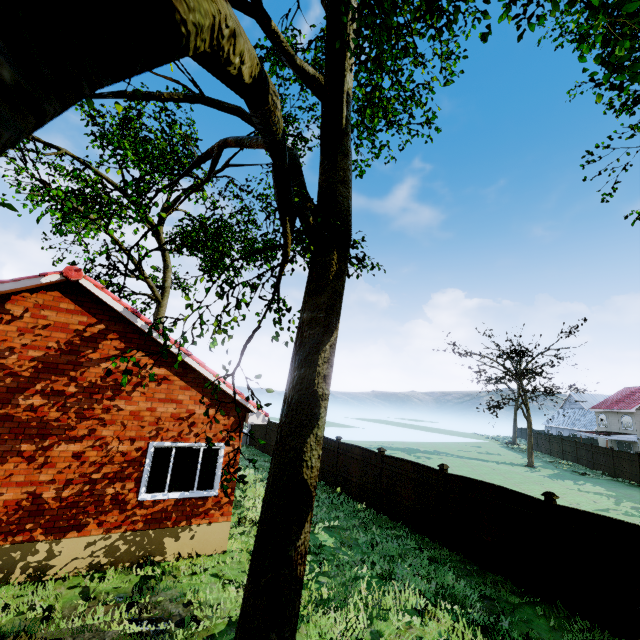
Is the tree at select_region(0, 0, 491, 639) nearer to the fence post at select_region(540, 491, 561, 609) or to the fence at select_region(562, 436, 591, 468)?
the fence at select_region(562, 436, 591, 468)

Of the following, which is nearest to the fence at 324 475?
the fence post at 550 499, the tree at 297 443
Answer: the fence post at 550 499

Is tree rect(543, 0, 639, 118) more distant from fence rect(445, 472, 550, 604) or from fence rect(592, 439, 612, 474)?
fence rect(592, 439, 612, 474)

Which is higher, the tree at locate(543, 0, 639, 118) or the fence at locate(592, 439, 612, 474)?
the tree at locate(543, 0, 639, 118)

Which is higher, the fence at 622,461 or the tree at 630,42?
the tree at 630,42

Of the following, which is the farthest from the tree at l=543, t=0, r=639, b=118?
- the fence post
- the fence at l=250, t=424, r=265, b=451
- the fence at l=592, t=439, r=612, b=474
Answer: the fence at l=592, t=439, r=612, b=474

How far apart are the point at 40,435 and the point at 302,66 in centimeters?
991cm

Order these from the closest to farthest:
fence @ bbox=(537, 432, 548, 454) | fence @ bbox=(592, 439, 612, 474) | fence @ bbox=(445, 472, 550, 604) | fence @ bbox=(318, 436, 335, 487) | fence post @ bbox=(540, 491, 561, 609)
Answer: fence post @ bbox=(540, 491, 561, 609), fence @ bbox=(445, 472, 550, 604), fence @ bbox=(318, 436, 335, 487), fence @ bbox=(592, 439, 612, 474), fence @ bbox=(537, 432, 548, 454)
